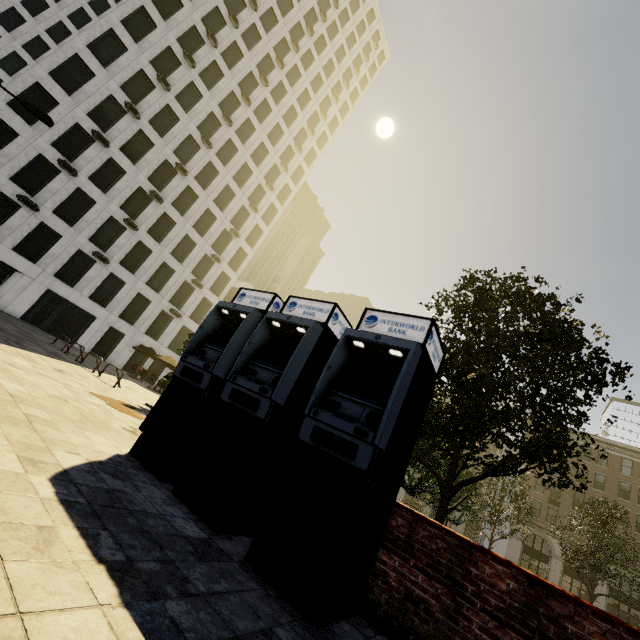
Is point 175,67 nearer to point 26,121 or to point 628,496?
point 26,121

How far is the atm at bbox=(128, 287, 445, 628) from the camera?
3.2m

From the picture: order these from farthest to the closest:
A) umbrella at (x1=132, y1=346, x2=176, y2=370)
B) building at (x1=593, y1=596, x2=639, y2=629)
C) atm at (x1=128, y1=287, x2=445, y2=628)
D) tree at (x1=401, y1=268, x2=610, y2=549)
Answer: building at (x1=593, y1=596, x2=639, y2=629) < umbrella at (x1=132, y1=346, x2=176, y2=370) < tree at (x1=401, y1=268, x2=610, y2=549) < atm at (x1=128, y1=287, x2=445, y2=628)

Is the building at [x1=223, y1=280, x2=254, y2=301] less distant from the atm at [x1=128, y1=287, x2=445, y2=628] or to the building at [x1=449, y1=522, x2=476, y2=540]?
the building at [x1=449, y1=522, x2=476, y2=540]

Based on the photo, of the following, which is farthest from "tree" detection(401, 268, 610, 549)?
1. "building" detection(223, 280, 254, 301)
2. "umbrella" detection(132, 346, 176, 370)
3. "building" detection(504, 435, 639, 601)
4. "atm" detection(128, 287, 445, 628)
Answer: "building" detection(223, 280, 254, 301)

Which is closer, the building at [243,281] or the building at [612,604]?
the building at [612,604]

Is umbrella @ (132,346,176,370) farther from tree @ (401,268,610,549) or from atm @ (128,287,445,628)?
atm @ (128,287,445,628)

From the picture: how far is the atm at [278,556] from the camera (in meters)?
3.20
